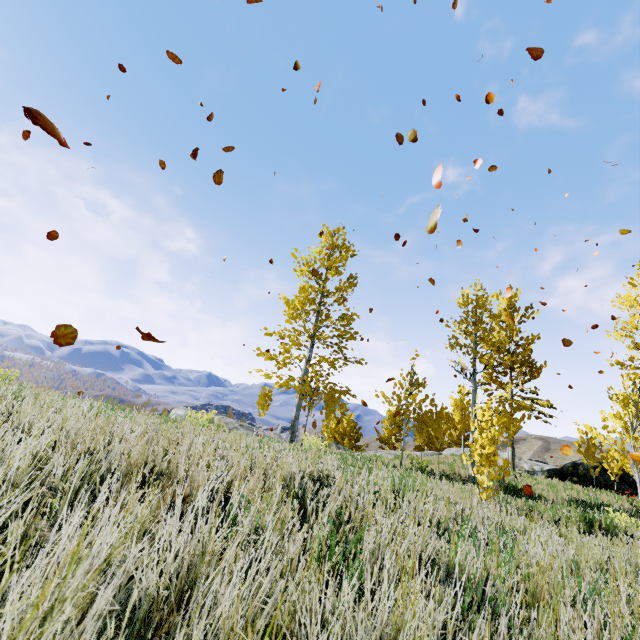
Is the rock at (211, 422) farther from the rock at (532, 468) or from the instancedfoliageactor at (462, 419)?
the rock at (532, 468)

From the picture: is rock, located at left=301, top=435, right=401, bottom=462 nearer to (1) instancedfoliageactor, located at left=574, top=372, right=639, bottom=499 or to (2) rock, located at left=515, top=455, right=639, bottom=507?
(1) instancedfoliageactor, located at left=574, top=372, right=639, bottom=499

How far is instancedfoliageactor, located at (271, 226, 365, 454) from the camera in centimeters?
1365cm

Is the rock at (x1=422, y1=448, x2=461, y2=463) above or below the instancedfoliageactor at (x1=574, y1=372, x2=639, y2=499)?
below

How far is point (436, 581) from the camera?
1.8 meters

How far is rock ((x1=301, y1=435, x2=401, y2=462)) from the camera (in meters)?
4.91
